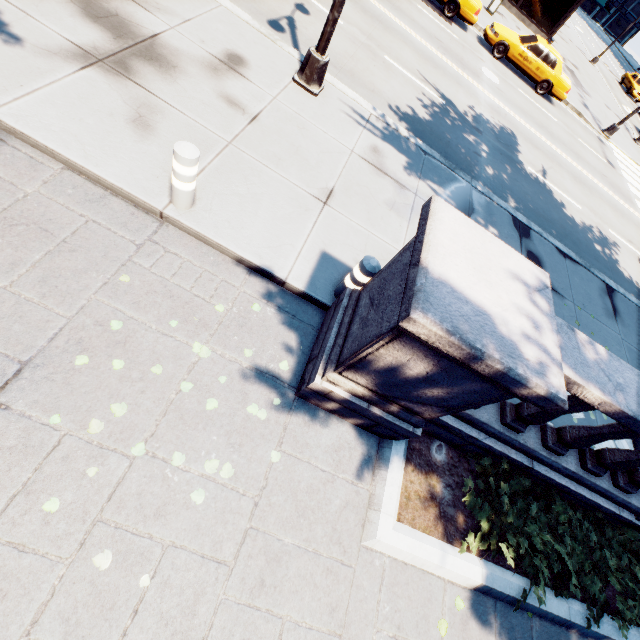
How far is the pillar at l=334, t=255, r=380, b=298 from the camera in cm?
400

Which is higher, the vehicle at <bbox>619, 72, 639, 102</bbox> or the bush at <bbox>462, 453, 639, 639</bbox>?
the vehicle at <bbox>619, 72, 639, 102</bbox>

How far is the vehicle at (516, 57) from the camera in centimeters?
1539cm

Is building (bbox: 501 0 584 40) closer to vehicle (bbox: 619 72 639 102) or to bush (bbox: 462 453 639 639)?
vehicle (bbox: 619 72 639 102)

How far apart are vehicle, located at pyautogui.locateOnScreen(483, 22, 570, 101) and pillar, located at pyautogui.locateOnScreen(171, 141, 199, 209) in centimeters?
1920cm

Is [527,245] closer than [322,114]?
No

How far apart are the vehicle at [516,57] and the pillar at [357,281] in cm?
1867

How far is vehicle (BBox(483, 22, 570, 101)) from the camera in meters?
15.4 m
